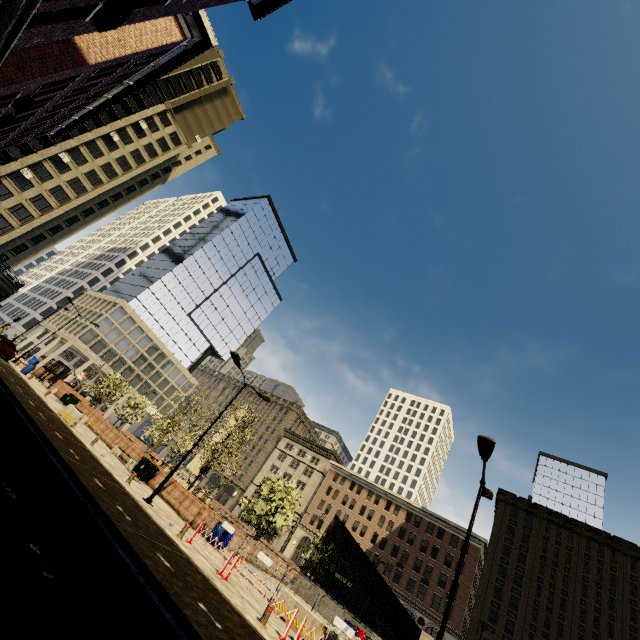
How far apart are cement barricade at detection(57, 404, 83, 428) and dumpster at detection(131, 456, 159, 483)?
4.44m

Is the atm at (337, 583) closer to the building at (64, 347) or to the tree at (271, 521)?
the tree at (271, 521)

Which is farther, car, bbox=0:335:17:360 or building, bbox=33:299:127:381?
building, bbox=33:299:127:381

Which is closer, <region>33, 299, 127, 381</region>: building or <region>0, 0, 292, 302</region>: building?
<region>0, 0, 292, 302</region>: building

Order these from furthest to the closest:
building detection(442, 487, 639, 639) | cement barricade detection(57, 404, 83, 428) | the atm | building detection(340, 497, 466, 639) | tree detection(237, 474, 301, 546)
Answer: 1. building detection(340, 497, 466, 639)
2. building detection(442, 487, 639, 639)
3. the atm
4. tree detection(237, 474, 301, 546)
5. cement barricade detection(57, 404, 83, 428)

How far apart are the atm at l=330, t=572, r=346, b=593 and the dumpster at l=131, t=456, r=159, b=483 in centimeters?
3003cm

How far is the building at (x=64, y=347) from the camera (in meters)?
54.84

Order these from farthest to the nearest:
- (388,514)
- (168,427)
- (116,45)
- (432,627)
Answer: (388,514) → (432,627) → (168,427) → (116,45)
